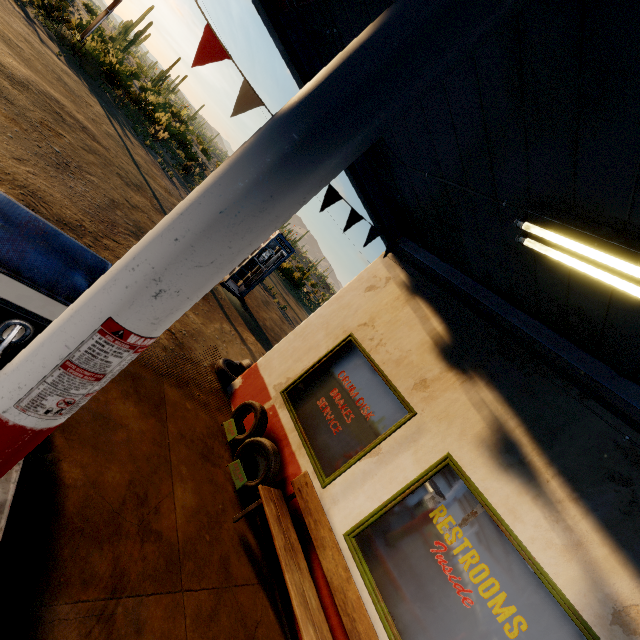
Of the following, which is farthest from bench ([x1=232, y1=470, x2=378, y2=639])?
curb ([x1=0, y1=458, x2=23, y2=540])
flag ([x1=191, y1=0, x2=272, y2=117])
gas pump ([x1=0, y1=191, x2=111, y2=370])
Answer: flag ([x1=191, y1=0, x2=272, y2=117])

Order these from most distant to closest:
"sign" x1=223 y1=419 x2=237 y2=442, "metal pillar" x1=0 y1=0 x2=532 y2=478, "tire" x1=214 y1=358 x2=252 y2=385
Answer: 1. "tire" x1=214 y1=358 x2=252 y2=385
2. "sign" x1=223 y1=419 x2=237 y2=442
3. "metal pillar" x1=0 y1=0 x2=532 y2=478

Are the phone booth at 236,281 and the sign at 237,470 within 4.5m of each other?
no

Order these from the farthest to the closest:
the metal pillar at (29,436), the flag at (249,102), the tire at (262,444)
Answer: the tire at (262,444)
the flag at (249,102)
the metal pillar at (29,436)

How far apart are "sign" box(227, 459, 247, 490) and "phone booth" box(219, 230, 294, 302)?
7.5m

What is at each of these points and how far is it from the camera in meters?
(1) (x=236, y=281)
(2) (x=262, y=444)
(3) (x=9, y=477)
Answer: (1) phone booth, 12.3 m
(2) tire, 4.4 m
(3) curb, 2.2 m

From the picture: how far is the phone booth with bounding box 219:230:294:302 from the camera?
11.00m

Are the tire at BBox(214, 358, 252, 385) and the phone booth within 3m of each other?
no
